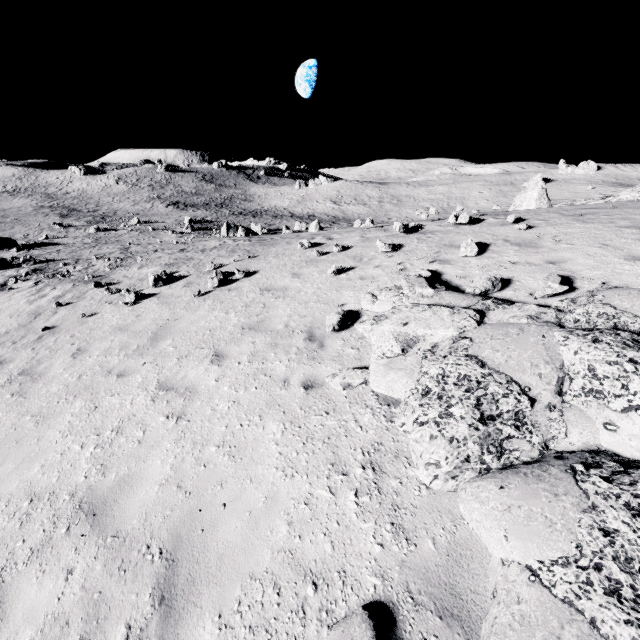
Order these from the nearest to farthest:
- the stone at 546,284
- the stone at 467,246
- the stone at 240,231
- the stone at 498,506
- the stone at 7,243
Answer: the stone at 498,506
the stone at 546,284
the stone at 467,246
the stone at 240,231
the stone at 7,243

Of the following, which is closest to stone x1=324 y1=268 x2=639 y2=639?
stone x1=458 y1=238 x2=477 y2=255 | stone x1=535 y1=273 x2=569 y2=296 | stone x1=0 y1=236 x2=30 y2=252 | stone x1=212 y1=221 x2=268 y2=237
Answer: stone x1=535 y1=273 x2=569 y2=296

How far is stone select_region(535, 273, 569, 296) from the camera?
5.60m

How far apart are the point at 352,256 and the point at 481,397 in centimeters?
713cm

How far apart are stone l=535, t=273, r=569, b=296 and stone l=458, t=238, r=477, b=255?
2.2 meters

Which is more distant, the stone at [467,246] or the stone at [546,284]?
the stone at [467,246]

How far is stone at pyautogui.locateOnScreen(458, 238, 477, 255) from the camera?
8.0m

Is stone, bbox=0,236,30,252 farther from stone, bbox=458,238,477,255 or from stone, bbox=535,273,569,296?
stone, bbox=535,273,569,296
